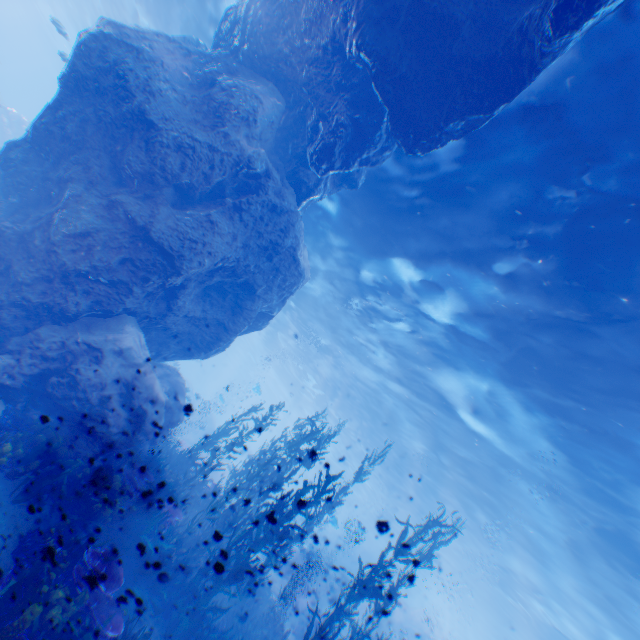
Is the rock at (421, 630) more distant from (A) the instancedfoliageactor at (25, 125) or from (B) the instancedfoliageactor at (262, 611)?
(A) the instancedfoliageactor at (25, 125)

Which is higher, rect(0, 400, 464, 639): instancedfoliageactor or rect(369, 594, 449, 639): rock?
rect(369, 594, 449, 639): rock

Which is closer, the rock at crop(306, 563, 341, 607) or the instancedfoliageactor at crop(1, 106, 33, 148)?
the rock at crop(306, 563, 341, 607)

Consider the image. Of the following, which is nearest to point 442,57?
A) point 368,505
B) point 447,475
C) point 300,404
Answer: point 447,475

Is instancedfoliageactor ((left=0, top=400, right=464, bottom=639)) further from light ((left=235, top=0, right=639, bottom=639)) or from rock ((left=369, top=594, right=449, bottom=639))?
light ((left=235, top=0, right=639, bottom=639))

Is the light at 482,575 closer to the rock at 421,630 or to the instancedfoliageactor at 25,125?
the rock at 421,630

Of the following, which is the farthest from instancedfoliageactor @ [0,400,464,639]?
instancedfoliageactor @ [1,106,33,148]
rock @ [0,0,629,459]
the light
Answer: instancedfoliageactor @ [1,106,33,148]
